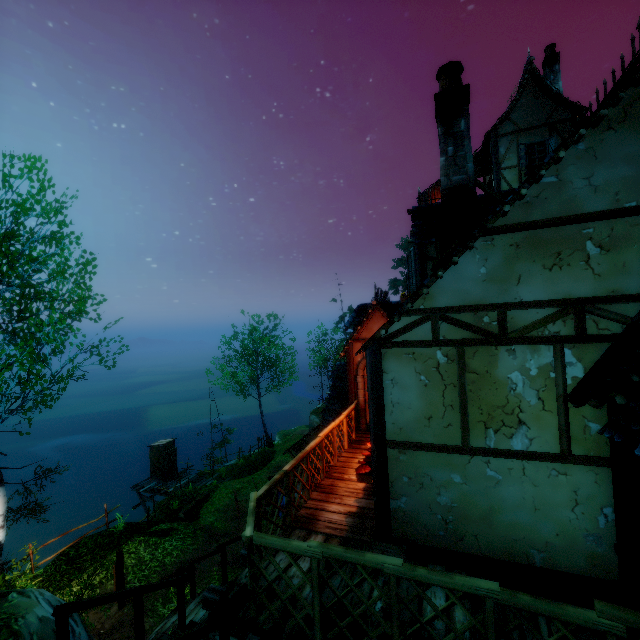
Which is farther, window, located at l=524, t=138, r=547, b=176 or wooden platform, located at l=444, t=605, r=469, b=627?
window, located at l=524, t=138, r=547, b=176

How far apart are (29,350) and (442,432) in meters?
9.8

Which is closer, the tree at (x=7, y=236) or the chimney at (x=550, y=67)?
the tree at (x=7, y=236)

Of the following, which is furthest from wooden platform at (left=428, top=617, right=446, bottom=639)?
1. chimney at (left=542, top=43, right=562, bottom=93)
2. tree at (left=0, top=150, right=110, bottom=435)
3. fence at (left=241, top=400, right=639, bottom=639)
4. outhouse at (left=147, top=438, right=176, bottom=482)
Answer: outhouse at (left=147, top=438, right=176, bottom=482)

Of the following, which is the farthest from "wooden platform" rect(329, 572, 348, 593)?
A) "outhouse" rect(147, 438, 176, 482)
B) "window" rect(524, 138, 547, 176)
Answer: "outhouse" rect(147, 438, 176, 482)

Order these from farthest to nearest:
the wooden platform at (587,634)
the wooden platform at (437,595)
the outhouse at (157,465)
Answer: the outhouse at (157,465), the wooden platform at (437,595), the wooden platform at (587,634)

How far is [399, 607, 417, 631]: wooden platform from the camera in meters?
3.6

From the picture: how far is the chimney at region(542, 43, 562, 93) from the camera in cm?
1380
